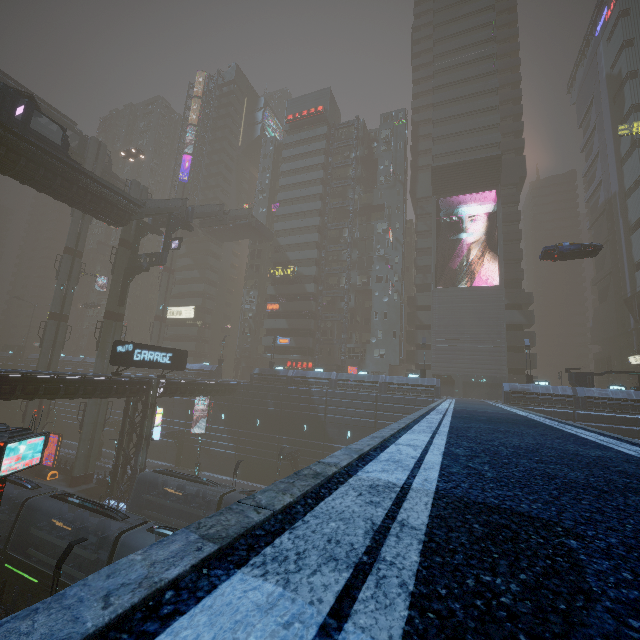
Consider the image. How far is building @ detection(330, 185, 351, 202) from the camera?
57.28m

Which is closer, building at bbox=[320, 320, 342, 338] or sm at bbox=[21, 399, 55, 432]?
sm at bbox=[21, 399, 55, 432]

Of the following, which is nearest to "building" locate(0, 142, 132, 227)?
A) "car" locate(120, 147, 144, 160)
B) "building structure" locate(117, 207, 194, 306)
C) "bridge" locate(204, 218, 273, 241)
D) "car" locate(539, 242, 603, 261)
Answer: "building structure" locate(117, 207, 194, 306)

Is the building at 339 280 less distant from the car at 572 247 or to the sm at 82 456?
the sm at 82 456

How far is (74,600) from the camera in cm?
107

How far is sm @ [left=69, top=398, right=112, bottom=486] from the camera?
34.2 meters

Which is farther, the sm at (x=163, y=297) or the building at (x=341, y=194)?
the building at (x=341, y=194)

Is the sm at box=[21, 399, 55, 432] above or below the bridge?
below
